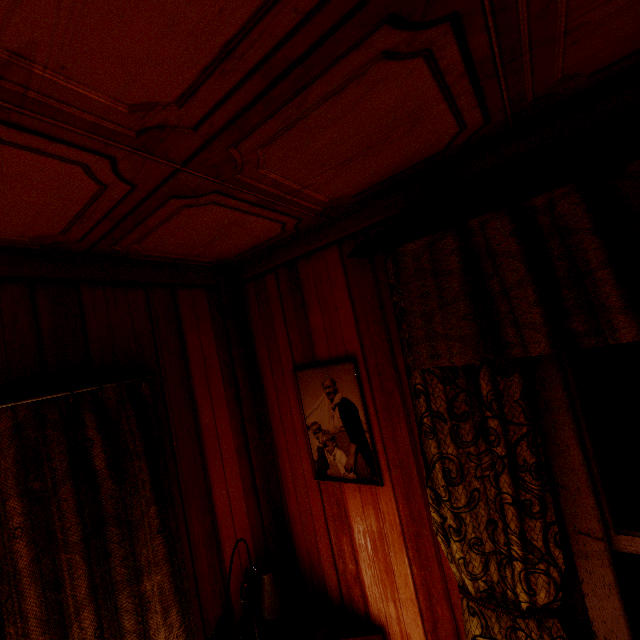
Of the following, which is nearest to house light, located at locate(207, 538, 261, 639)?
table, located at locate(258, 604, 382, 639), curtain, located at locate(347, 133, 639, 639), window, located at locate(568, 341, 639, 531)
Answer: table, located at locate(258, 604, 382, 639)

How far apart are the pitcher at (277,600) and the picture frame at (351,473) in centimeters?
57cm

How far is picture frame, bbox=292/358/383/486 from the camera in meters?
1.6 m

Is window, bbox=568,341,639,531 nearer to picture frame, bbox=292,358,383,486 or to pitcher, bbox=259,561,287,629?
picture frame, bbox=292,358,383,486

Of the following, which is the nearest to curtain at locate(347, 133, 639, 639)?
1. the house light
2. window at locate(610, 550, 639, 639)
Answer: window at locate(610, 550, 639, 639)

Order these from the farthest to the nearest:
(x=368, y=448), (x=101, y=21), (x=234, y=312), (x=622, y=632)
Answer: (x=234, y=312) < (x=368, y=448) < (x=622, y=632) < (x=101, y=21)

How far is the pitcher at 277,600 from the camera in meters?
1.7 m

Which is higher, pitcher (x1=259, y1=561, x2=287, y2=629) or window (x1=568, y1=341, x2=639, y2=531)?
window (x1=568, y1=341, x2=639, y2=531)
